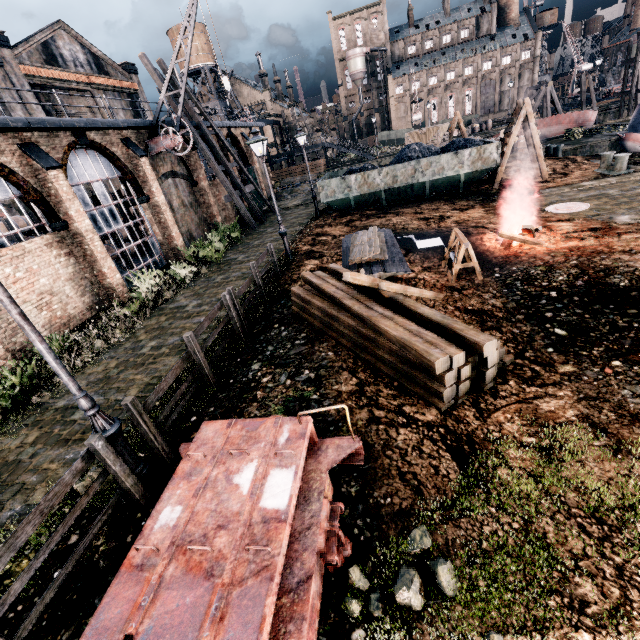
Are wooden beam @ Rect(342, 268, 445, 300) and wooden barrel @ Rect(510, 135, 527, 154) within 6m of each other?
no

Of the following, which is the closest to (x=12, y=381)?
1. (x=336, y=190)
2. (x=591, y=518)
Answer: (x=591, y=518)

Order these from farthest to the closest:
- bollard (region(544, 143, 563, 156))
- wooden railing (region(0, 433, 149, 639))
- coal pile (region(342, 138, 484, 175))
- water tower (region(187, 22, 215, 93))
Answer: water tower (region(187, 22, 215, 93)) → bollard (region(544, 143, 563, 156)) → coal pile (region(342, 138, 484, 175)) → wooden railing (region(0, 433, 149, 639))

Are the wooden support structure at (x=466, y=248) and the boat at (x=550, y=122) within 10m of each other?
no

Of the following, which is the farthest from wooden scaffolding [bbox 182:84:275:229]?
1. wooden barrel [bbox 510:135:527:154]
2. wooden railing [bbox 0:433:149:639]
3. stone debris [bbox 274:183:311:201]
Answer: wooden barrel [bbox 510:135:527:154]

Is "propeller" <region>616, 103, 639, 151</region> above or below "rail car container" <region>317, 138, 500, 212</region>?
below

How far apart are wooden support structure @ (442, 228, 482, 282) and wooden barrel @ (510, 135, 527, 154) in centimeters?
Answer: 2470cm

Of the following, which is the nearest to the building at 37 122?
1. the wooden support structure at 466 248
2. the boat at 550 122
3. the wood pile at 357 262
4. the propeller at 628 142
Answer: the wood pile at 357 262
